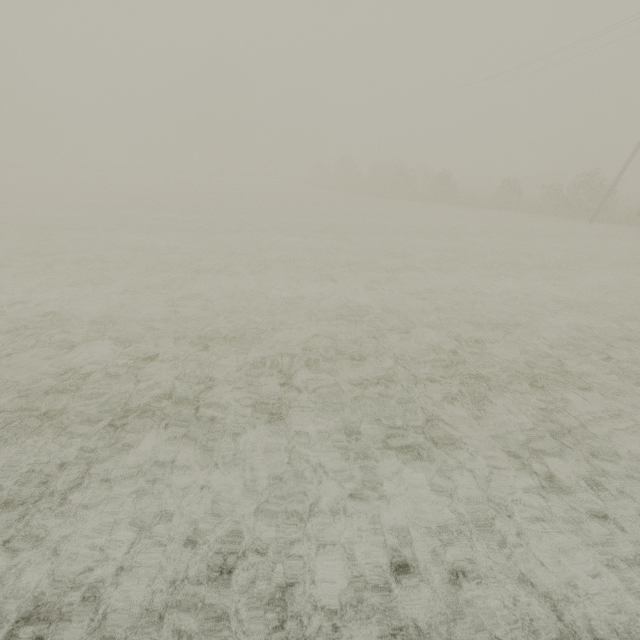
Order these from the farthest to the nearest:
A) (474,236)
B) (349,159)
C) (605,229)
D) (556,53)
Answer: (349,159)
(556,53)
(605,229)
(474,236)
